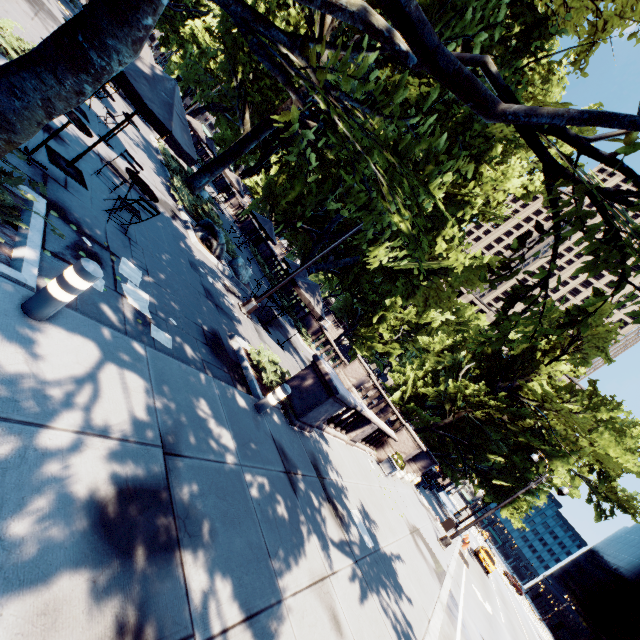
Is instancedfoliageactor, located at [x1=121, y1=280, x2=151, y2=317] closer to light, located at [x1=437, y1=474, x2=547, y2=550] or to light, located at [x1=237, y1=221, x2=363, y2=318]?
light, located at [x1=237, y1=221, x2=363, y2=318]

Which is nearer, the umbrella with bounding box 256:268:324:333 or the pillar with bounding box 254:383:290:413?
the pillar with bounding box 254:383:290:413

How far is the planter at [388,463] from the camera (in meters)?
15.78

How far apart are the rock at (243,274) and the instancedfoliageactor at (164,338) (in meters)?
9.41

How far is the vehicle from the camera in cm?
3117

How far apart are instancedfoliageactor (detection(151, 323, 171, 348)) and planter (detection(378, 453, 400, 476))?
13.3m

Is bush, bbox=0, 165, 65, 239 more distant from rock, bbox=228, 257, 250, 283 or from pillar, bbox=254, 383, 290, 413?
rock, bbox=228, 257, 250, 283

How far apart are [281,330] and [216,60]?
13.35m
